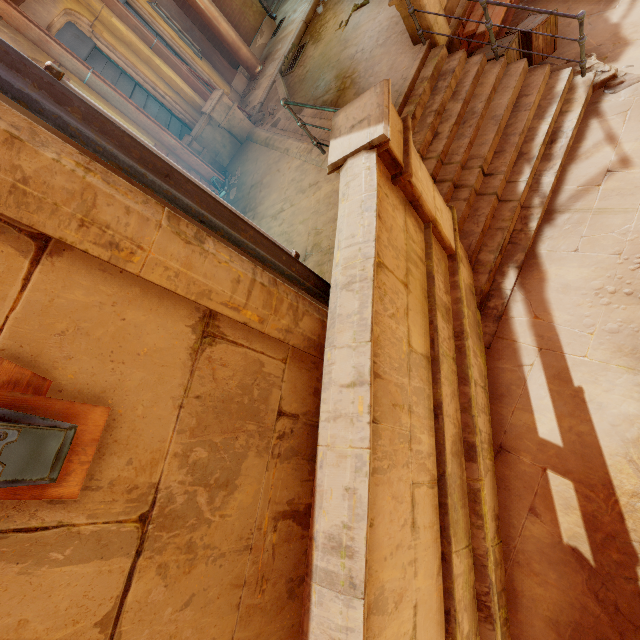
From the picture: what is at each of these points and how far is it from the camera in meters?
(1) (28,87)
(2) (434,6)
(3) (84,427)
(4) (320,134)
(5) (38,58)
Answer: (1) pipe, 1.1 m
(2) column, 5.4 m
(3) wood, 1.1 m
(4) stairs, 6.0 m
(5) column, 4.9 m

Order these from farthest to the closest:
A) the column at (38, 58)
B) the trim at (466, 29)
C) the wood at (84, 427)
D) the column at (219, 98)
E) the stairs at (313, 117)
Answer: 1. the column at (219, 98)
2. the stairs at (313, 117)
3. the trim at (466, 29)
4. the column at (38, 58)
5. the wood at (84, 427)

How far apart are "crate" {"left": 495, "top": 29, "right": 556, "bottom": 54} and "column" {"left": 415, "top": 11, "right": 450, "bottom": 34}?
0.5 meters

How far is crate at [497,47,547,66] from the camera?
5.6 meters

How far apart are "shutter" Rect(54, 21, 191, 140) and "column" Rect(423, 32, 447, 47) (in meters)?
4.84

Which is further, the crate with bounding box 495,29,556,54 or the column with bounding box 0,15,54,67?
the crate with bounding box 495,29,556,54

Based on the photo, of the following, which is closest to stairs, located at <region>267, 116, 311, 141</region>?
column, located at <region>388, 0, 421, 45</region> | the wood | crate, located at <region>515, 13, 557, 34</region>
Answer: column, located at <region>388, 0, 421, 45</region>

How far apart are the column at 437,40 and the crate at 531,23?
0.52m
